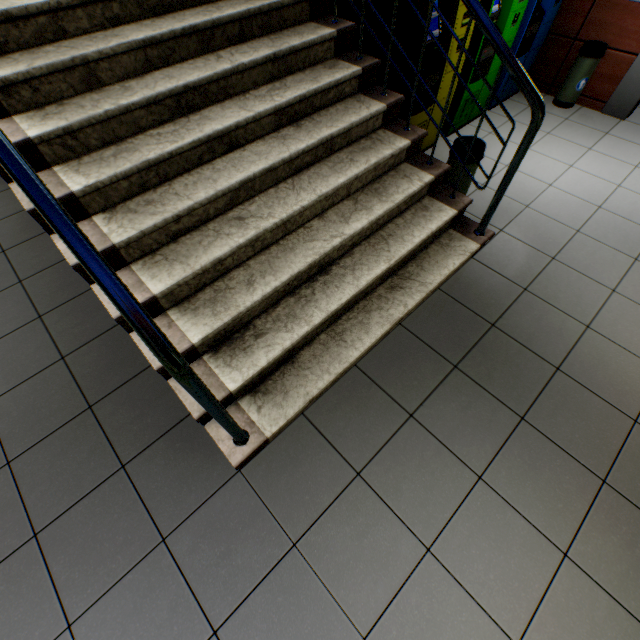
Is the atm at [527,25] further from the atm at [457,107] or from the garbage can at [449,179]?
the garbage can at [449,179]

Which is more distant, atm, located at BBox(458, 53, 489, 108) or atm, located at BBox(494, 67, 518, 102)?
atm, located at BBox(494, 67, 518, 102)

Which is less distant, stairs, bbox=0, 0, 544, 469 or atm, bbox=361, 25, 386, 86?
stairs, bbox=0, 0, 544, 469

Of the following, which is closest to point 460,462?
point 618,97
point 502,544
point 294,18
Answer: point 502,544

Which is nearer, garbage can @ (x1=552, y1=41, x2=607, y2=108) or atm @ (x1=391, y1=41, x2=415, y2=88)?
atm @ (x1=391, y1=41, x2=415, y2=88)

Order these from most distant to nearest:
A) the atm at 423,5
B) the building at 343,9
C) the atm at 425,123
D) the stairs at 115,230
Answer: the building at 343,9, the atm at 425,123, the atm at 423,5, the stairs at 115,230

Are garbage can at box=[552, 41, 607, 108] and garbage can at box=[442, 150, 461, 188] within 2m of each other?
no

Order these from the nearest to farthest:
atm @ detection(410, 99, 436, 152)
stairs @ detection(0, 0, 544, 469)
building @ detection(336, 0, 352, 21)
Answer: stairs @ detection(0, 0, 544, 469) → atm @ detection(410, 99, 436, 152) → building @ detection(336, 0, 352, 21)
